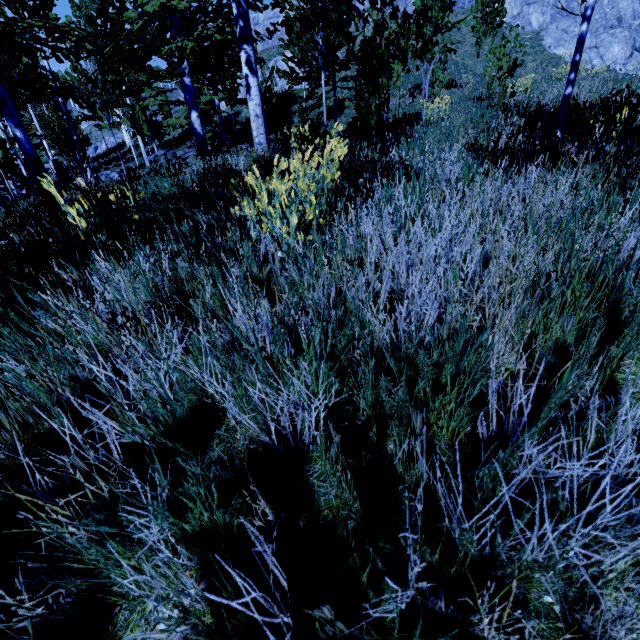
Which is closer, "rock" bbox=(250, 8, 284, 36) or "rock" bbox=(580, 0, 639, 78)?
"rock" bbox=(580, 0, 639, 78)

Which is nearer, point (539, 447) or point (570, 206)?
point (539, 447)

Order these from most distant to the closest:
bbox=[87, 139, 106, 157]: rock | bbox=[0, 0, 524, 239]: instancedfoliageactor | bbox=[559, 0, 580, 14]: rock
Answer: bbox=[87, 139, 106, 157]: rock
bbox=[559, 0, 580, 14]: rock
bbox=[0, 0, 524, 239]: instancedfoliageactor

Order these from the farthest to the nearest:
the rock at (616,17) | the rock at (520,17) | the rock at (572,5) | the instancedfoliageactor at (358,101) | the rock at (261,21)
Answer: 1. the rock at (261,21)
2. the rock at (572,5)
3. the rock at (520,17)
4. the rock at (616,17)
5. the instancedfoliageactor at (358,101)

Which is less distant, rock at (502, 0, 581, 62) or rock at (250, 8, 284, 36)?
rock at (502, 0, 581, 62)

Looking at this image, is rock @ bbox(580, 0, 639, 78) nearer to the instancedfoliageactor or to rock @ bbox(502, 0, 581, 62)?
rock @ bbox(502, 0, 581, 62)

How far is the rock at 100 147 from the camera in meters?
38.4

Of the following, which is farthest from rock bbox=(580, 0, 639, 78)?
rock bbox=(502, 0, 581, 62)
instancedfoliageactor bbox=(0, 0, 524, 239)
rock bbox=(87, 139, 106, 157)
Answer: rock bbox=(87, 139, 106, 157)
